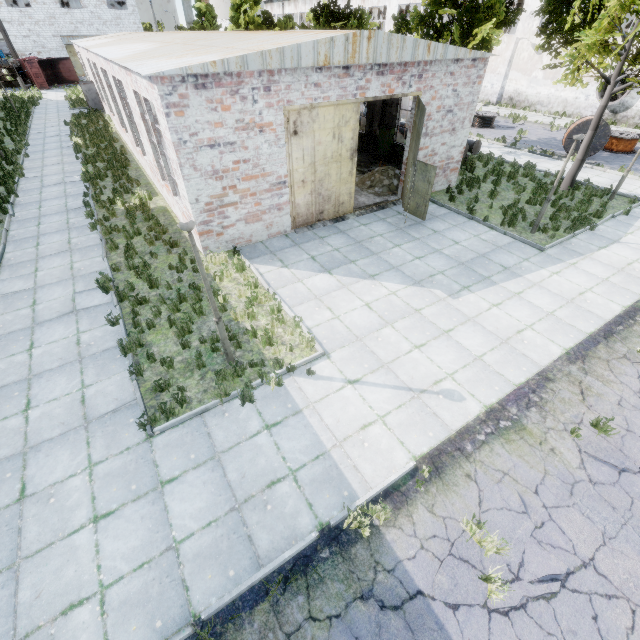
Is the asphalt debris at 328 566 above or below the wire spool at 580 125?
below

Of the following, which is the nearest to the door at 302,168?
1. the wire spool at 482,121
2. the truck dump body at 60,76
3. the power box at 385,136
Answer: the power box at 385,136

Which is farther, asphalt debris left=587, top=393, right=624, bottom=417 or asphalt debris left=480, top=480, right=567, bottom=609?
asphalt debris left=587, top=393, right=624, bottom=417

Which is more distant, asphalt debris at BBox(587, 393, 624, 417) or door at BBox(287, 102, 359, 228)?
door at BBox(287, 102, 359, 228)

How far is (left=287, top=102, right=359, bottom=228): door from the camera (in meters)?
10.36

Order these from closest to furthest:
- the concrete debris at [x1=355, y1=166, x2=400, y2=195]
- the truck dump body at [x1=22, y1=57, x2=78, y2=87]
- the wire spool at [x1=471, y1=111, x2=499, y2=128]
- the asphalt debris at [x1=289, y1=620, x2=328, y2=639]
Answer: the asphalt debris at [x1=289, y1=620, x2=328, y2=639], the concrete debris at [x1=355, y1=166, x2=400, y2=195], the wire spool at [x1=471, y1=111, x2=499, y2=128], the truck dump body at [x1=22, y1=57, x2=78, y2=87]

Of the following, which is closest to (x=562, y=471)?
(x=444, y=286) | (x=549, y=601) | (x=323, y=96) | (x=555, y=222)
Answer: (x=549, y=601)

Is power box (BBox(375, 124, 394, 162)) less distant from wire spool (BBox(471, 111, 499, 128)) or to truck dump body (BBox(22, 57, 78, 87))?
wire spool (BBox(471, 111, 499, 128))
